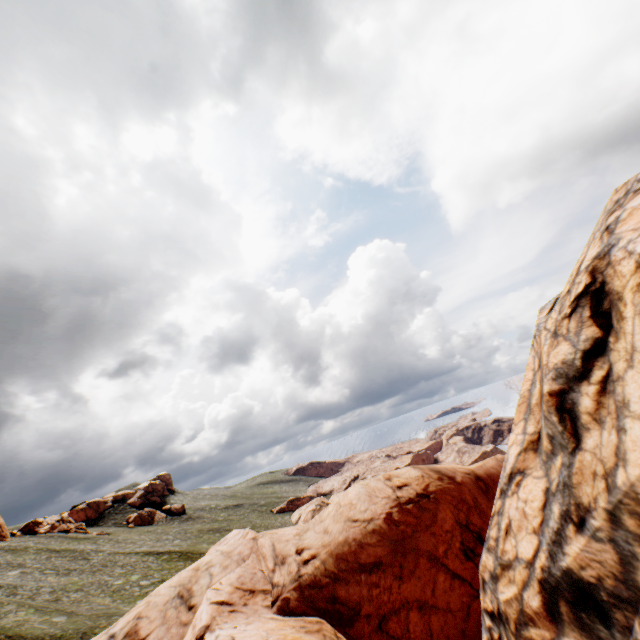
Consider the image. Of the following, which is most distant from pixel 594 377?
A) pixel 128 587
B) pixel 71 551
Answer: pixel 71 551

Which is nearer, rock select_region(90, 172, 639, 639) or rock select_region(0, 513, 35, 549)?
rock select_region(90, 172, 639, 639)

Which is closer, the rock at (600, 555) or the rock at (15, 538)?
the rock at (600, 555)
